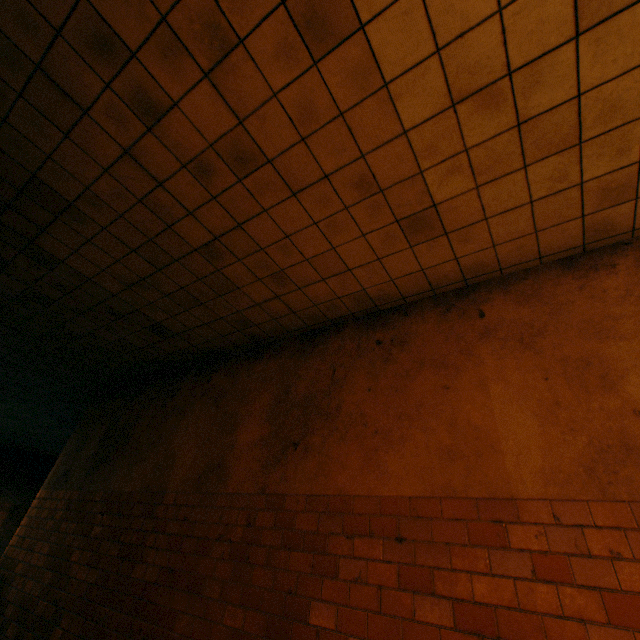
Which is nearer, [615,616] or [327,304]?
[615,616]
